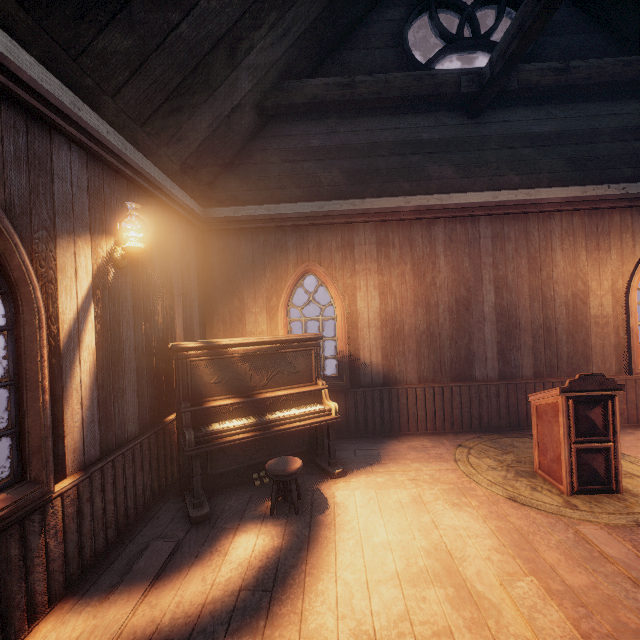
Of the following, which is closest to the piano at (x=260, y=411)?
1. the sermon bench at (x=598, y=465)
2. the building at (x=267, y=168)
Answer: the building at (x=267, y=168)

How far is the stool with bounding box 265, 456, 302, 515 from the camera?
3.39m

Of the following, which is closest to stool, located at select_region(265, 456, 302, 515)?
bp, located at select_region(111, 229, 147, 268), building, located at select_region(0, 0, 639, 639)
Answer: building, located at select_region(0, 0, 639, 639)

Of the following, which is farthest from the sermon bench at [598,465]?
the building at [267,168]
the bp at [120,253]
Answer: the bp at [120,253]

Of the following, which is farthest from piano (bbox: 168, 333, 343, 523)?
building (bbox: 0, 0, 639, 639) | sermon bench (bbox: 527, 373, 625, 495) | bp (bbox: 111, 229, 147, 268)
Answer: sermon bench (bbox: 527, 373, 625, 495)

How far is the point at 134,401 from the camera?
3.6m

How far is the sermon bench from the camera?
3.48m
